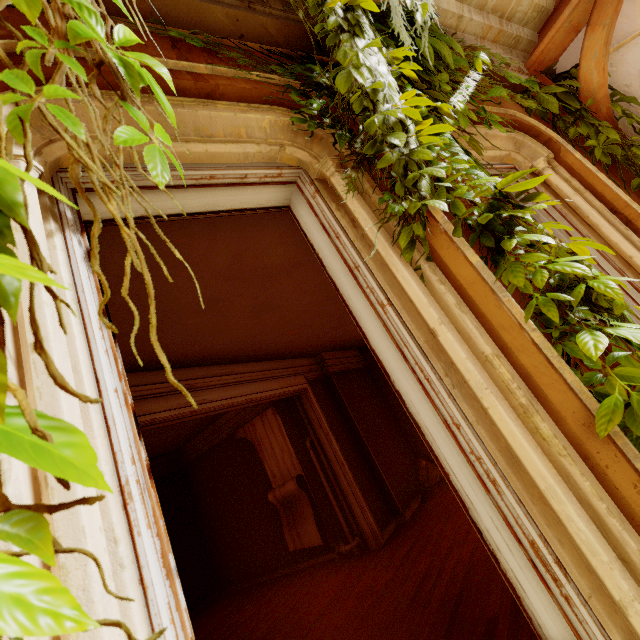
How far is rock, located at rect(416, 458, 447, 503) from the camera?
7.1m

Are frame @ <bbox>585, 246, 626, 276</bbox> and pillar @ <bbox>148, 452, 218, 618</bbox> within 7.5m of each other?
no

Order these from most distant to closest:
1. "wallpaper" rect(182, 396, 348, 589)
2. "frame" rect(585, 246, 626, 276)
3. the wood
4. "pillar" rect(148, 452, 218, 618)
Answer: "pillar" rect(148, 452, 218, 618), "wallpaper" rect(182, 396, 348, 589), the wood, "frame" rect(585, 246, 626, 276)

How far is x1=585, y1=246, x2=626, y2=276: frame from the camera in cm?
245

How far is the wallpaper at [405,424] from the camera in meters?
8.1 m

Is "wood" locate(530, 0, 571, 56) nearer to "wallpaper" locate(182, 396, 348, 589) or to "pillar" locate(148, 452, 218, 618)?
"wallpaper" locate(182, 396, 348, 589)

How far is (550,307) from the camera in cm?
121

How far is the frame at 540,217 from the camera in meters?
2.7
